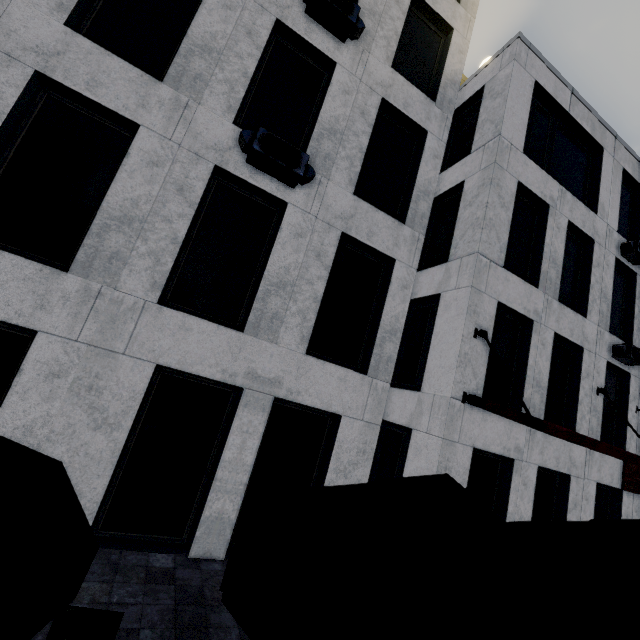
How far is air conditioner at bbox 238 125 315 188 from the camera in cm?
580

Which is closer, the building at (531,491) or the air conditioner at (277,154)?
the air conditioner at (277,154)

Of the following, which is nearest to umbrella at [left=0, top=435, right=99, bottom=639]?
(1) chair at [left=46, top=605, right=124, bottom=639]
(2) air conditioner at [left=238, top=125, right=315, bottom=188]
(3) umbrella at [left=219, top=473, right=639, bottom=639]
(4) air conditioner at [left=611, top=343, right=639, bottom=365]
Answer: (3) umbrella at [left=219, top=473, right=639, bottom=639]

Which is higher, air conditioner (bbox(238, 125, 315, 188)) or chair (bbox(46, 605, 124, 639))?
air conditioner (bbox(238, 125, 315, 188))

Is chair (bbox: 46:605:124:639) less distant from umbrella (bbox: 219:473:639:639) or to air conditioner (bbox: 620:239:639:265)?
umbrella (bbox: 219:473:639:639)

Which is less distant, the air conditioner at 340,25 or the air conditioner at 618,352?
the air conditioner at 340,25

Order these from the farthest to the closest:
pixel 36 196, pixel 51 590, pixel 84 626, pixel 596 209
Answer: pixel 596 209 → pixel 36 196 → pixel 84 626 → pixel 51 590

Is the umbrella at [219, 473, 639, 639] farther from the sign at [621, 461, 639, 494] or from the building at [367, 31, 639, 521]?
the sign at [621, 461, 639, 494]
